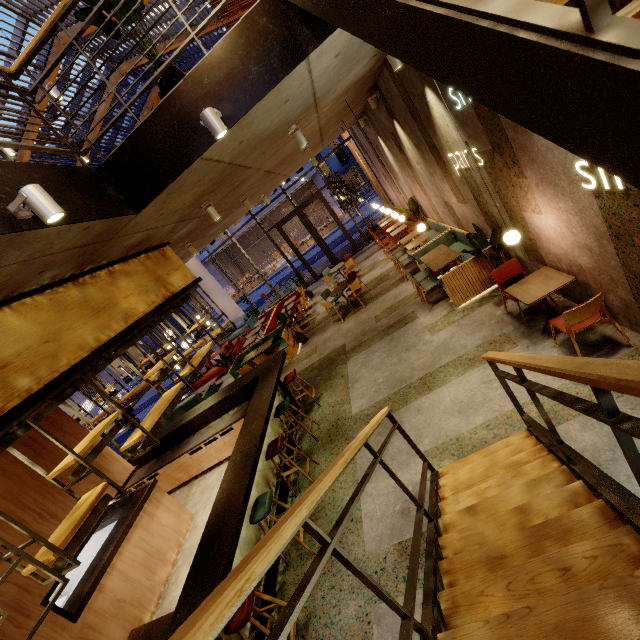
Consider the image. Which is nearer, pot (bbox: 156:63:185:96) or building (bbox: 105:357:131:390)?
pot (bbox: 156:63:185:96)

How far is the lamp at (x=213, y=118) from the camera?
3.1m

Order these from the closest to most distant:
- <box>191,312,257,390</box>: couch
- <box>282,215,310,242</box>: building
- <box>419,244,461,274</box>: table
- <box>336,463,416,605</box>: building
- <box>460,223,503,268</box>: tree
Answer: <box>336,463,416,605</box>: building, <box>460,223,503,268</box>: tree, <box>419,244,461,274</box>: table, <box>191,312,257,390</box>: couch, <box>282,215,310,242</box>: building

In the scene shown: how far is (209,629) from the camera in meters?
0.8 m

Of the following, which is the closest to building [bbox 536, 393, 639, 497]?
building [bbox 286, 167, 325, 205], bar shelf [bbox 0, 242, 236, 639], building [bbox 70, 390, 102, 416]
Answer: bar shelf [bbox 0, 242, 236, 639]

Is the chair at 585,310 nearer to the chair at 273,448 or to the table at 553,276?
the table at 553,276

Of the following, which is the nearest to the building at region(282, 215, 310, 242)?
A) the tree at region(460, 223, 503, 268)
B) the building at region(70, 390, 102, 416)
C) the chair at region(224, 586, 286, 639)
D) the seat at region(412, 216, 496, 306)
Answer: the building at region(70, 390, 102, 416)

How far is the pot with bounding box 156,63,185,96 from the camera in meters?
3.4 m
